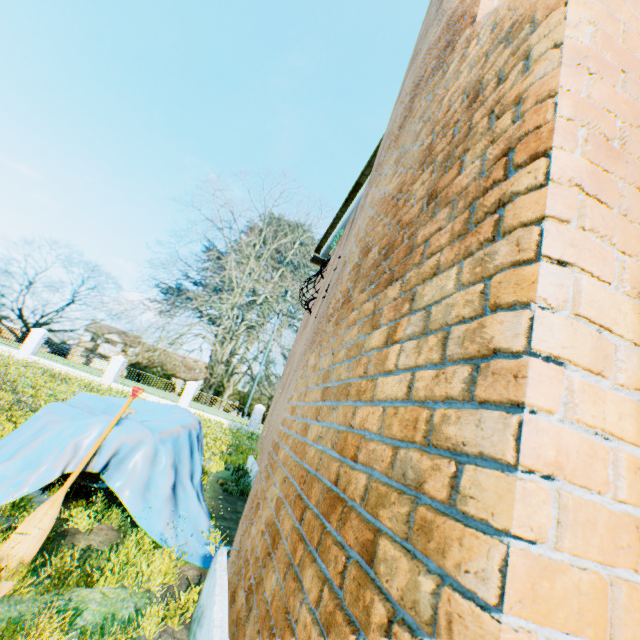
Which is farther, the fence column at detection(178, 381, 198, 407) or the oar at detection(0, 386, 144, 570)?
the fence column at detection(178, 381, 198, 407)

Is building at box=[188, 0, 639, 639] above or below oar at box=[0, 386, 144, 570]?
above

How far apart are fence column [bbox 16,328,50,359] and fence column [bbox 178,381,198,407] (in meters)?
10.30

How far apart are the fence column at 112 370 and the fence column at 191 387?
4.72m

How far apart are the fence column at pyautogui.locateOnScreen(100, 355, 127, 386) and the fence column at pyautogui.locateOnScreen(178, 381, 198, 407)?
4.72m

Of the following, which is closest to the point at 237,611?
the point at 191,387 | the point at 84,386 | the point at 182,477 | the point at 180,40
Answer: the point at 182,477

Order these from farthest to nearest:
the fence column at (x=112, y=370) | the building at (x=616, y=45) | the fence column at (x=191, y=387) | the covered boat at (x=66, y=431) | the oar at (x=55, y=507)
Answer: the fence column at (x=191, y=387)
the fence column at (x=112, y=370)
the covered boat at (x=66, y=431)
the oar at (x=55, y=507)
the building at (x=616, y=45)

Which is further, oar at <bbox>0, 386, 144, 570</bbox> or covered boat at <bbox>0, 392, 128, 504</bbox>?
covered boat at <bbox>0, 392, 128, 504</bbox>
